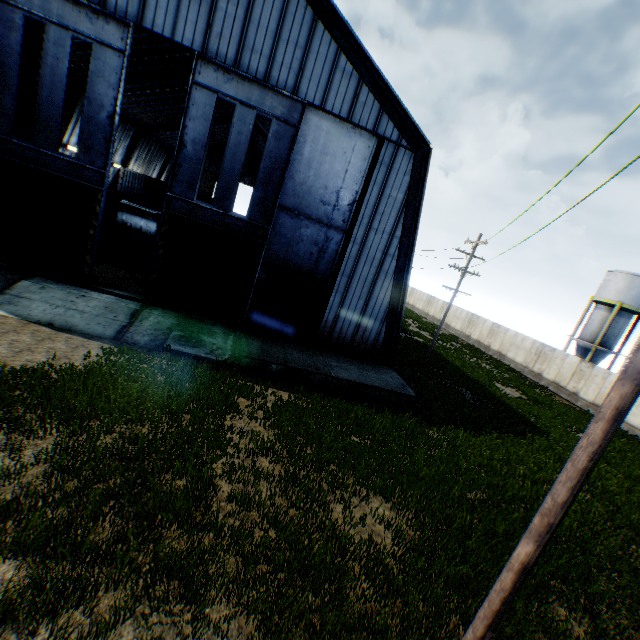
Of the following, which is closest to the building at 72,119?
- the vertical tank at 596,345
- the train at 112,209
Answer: the train at 112,209

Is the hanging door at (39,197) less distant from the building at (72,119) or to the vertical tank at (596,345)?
the building at (72,119)

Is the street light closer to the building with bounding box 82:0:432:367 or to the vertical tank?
the building with bounding box 82:0:432:367

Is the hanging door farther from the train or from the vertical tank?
the vertical tank

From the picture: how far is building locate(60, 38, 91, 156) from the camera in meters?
21.7

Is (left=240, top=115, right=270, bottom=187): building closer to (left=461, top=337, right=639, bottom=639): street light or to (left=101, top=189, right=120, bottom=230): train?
(left=101, top=189, right=120, bottom=230): train

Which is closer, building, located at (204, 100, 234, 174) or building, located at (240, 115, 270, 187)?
building, located at (204, 100, 234, 174)

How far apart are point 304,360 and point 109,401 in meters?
7.8
